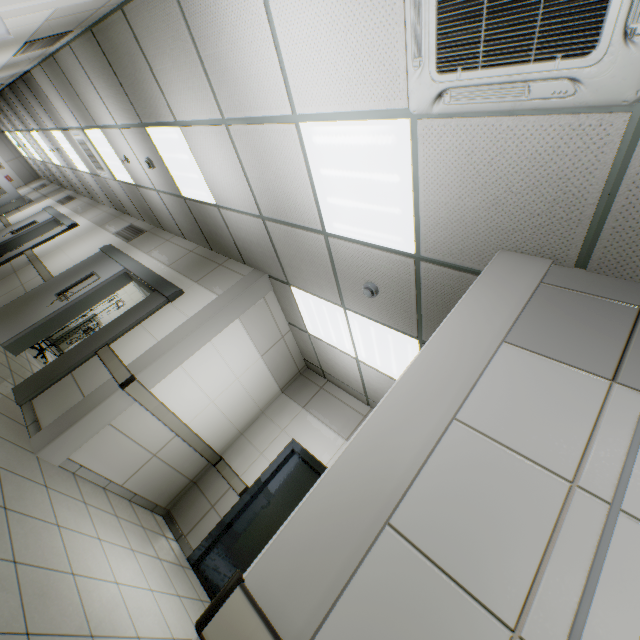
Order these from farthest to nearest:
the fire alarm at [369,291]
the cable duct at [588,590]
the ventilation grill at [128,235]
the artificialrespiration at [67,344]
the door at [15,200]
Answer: the door at [15,200], the artificialrespiration at [67,344], the ventilation grill at [128,235], the fire alarm at [369,291], the cable duct at [588,590]

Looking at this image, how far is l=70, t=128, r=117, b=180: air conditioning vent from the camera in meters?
6.2 m

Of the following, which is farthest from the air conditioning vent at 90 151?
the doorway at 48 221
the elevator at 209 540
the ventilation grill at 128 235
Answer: the elevator at 209 540

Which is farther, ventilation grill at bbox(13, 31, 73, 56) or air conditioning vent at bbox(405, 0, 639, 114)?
ventilation grill at bbox(13, 31, 73, 56)

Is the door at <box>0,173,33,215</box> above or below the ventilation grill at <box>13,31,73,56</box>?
below

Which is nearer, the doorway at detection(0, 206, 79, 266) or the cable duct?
the cable duct

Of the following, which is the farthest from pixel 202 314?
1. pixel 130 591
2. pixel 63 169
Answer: pixel 63 169

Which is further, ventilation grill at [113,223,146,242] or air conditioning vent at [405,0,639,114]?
ventilation grill at [113,223,146,242]
